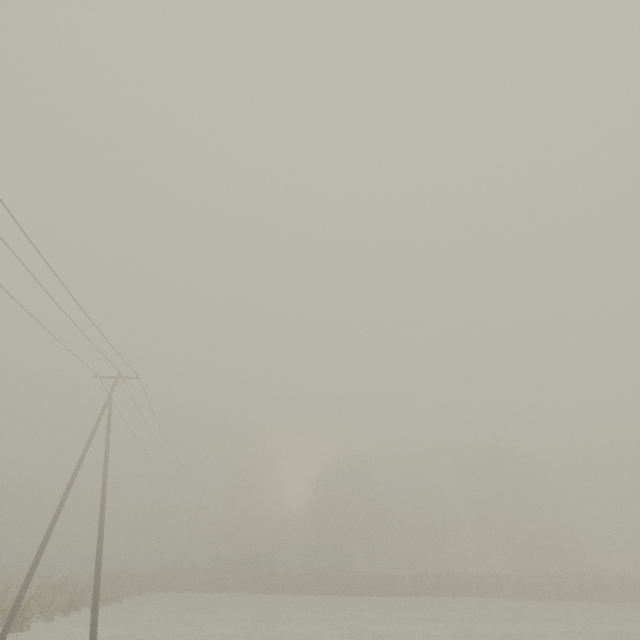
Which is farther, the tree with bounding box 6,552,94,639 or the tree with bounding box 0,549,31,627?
the tree with bounding box 0,549,31,627

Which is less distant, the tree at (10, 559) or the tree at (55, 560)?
the tree at (55, 560)

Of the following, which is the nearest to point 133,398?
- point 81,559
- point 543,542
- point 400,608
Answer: point 400,608
